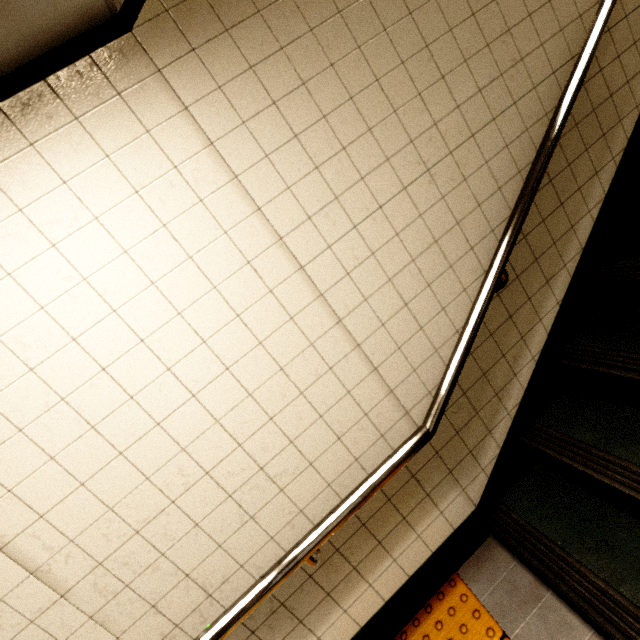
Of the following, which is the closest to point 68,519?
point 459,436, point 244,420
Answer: point 244,420

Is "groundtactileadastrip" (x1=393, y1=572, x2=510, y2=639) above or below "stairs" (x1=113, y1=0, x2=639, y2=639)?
below

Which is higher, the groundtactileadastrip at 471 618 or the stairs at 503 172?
the stairs at 503 172
